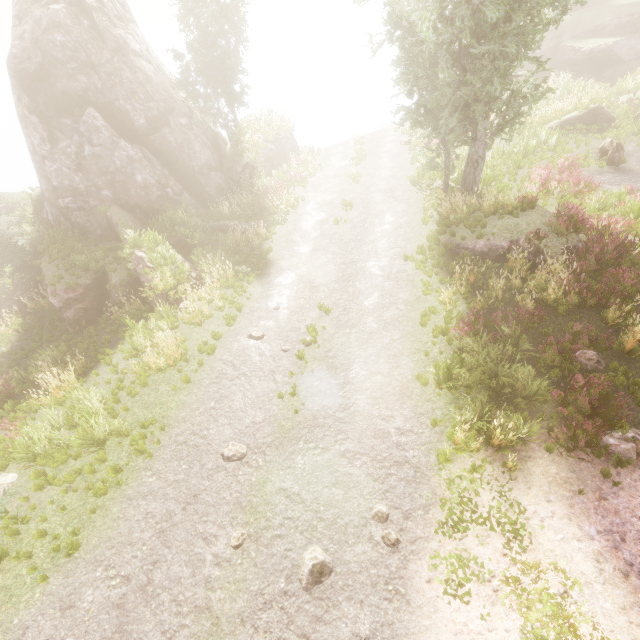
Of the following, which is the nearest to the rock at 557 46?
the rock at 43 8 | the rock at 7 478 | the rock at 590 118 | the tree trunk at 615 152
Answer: the rock at 590 118

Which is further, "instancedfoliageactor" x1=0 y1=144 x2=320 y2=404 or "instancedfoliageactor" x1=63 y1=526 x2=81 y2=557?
"instancedfoliageactor" x1=0 y1=144 x2=320 y2=404

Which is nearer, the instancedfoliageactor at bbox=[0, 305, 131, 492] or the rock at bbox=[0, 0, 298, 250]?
the instancedfoliageactor at bbox=[0, 305, 131, 492]

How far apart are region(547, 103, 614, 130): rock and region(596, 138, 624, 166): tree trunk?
3.48m

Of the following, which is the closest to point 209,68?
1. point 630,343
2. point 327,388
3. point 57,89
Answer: point 57,89

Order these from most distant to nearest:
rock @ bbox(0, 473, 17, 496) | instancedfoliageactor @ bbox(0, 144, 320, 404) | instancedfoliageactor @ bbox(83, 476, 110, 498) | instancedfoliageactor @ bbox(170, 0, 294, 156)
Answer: instancedfoliageactor @ bbox(170, 0, 294, 156), instancedfoliageactor @ bbox(0, 144, 320, 404), rock @ bbox(0, 473, 17, 496), instancedfoliageactor @ bbox(83, 476, 110, 498)

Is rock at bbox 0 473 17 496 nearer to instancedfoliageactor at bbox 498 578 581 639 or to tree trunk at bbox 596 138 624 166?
instancedfoliageactor at bbox 498 578 581 639

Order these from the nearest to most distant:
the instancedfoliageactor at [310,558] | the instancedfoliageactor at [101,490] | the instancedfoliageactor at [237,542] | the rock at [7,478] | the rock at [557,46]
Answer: the instancedfoliageactor at [310,558], the instancedfoliageactor at [237,542], the instancedfoliageactor at [101,490], the rock at [7,478], the rock at [557,46]
